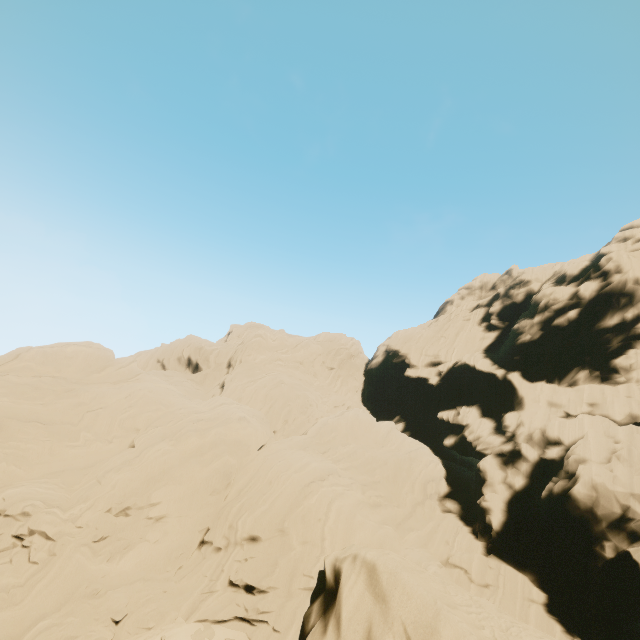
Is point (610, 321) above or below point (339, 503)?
above
